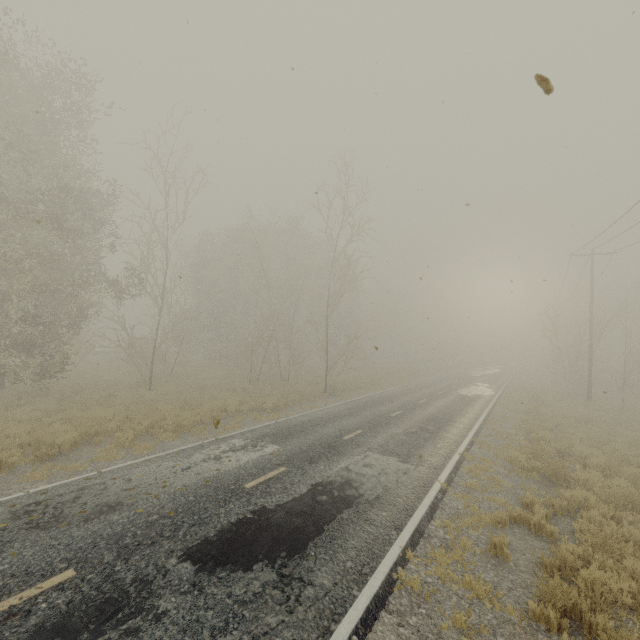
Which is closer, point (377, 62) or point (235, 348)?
point (377, 62)
